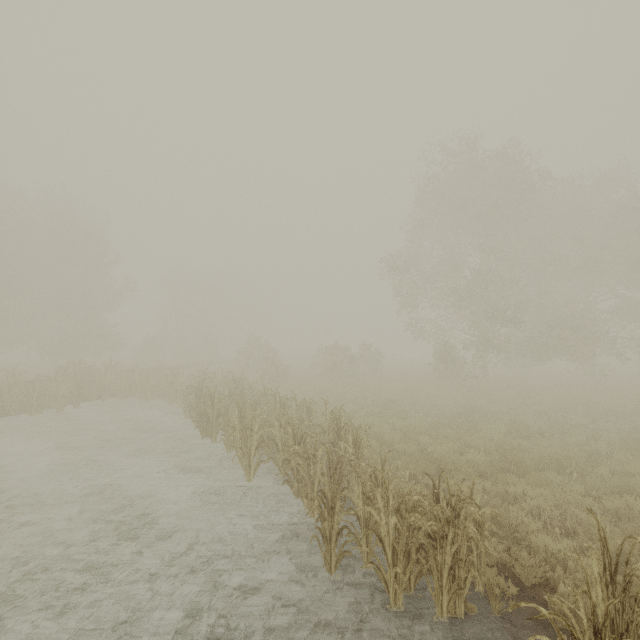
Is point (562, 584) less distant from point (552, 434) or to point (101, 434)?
point (552, 434)
